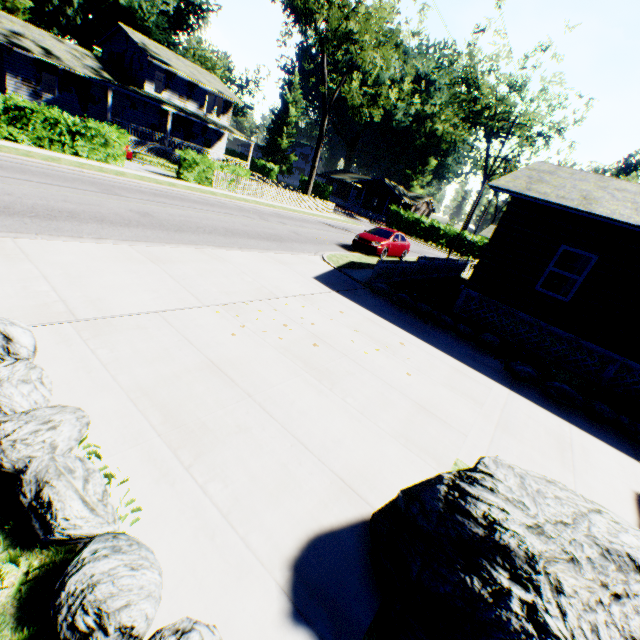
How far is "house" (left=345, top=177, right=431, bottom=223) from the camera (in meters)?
53.84

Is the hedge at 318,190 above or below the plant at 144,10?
below

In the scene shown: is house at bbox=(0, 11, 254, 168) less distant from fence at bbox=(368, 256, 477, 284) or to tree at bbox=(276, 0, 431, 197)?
tree at bbox=(276, 0, 431, 197)

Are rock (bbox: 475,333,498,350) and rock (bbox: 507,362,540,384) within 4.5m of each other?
yes

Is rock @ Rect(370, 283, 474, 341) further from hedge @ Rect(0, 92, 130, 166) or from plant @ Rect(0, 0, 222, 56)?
plant @ Rect(0, 0, 222, 56)

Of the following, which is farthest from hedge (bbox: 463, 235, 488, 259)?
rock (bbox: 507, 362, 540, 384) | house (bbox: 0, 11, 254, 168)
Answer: rock (bbox: 507, 362, 540, 384)

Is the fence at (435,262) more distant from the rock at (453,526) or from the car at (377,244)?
the rock at (453,526)

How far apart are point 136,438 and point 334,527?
2.2m
